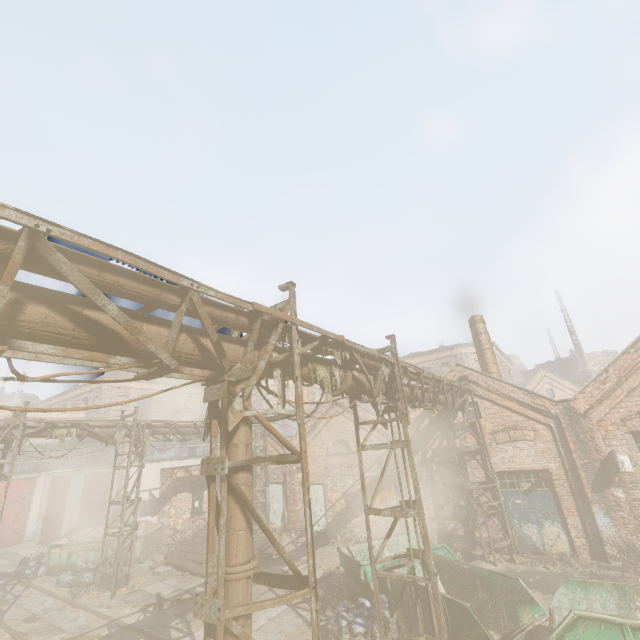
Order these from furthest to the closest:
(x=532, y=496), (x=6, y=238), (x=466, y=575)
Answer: (x=532, y=496) < (x=466, y=575) < (x=6, y=238)

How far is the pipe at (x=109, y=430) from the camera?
13.2m

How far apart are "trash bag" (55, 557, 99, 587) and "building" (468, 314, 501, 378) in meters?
19.5 m

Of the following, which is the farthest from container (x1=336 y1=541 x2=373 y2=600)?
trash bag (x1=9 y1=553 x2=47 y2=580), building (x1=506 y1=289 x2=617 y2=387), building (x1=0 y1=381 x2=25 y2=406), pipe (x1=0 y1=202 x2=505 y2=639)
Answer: building (x1=0 y1=381 x2=25 y2=406)

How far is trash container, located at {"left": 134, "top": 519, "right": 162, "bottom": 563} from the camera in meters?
15.7

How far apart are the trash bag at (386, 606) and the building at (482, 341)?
10.7m

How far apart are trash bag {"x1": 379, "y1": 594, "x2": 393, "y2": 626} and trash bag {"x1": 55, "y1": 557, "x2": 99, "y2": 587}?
11.49m

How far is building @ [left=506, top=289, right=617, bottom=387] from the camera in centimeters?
3694cm
